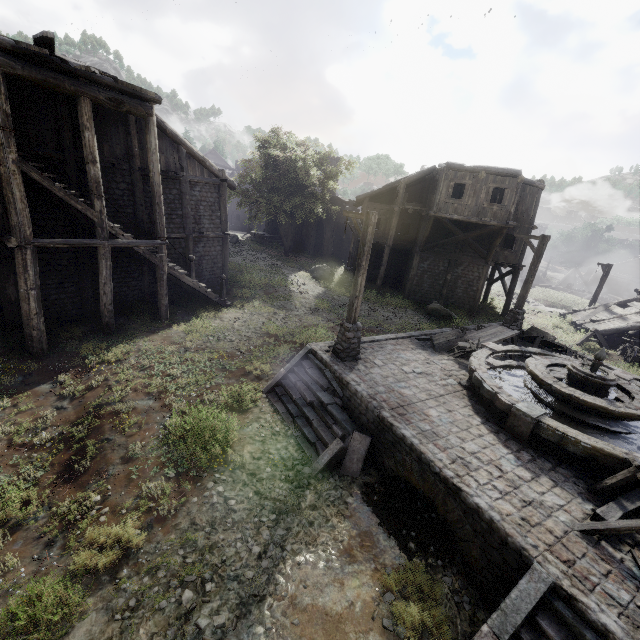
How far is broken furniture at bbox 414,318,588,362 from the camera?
12.4 meters

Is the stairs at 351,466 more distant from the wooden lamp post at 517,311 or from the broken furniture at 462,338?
the wooden lamp post at 517,311

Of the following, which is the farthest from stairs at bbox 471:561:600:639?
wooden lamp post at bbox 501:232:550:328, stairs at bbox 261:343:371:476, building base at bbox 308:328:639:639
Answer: wooden lamp post at bbox 501:232:550:328

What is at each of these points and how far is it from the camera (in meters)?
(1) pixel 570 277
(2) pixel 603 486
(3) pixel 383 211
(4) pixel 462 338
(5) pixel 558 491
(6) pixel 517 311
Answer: (1) building, 50.28
(2) broken furniture, 6.52
(3) building, 25.83
(4) broken furniture, 13.42
(5) building base, 6.64
(6) wooden lamp post, 15.46

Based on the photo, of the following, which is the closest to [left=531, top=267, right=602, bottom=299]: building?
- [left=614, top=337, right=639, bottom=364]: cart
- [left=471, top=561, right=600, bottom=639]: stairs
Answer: [left=614, top=337, right=639, bottom=364]: cart

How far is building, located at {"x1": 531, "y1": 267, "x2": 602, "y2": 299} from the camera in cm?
4547

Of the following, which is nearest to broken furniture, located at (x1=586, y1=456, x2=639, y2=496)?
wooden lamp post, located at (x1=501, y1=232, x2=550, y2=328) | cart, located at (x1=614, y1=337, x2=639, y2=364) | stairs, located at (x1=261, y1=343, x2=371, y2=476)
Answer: stairs, located at (x1=261, y1=343, x2=371, y2=476)

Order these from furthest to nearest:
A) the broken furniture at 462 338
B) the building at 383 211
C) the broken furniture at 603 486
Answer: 1. the building at 383 211
2. the broken furniture at 462 338
3. the broken furniture at 603 486
